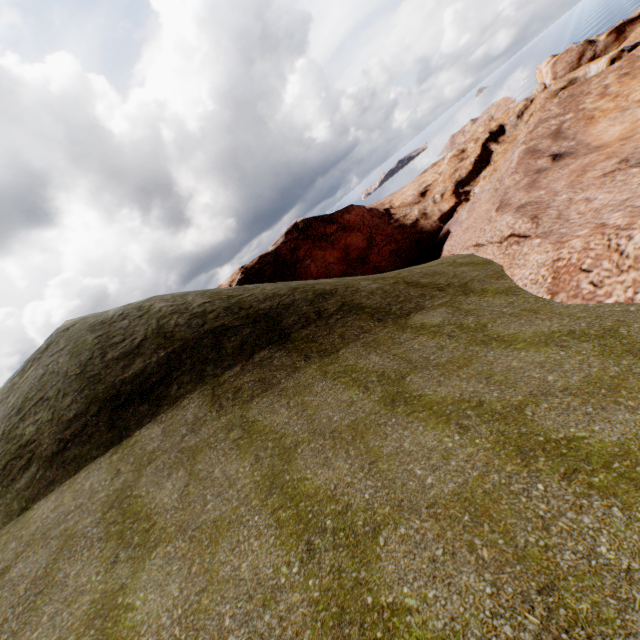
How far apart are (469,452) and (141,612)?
5.4 meters
